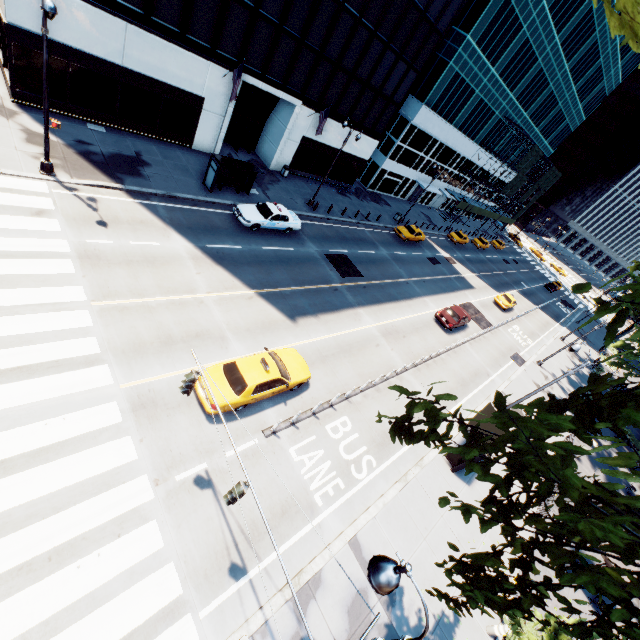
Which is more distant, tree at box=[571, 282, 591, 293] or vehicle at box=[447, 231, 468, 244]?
vehicle at box=[447, 231, 468, 244]

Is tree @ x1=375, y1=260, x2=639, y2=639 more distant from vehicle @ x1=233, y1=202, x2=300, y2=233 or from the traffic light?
vehicle @ x1=233, y1=202, x2=300, y2=233

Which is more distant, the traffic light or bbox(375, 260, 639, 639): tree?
the traffic light

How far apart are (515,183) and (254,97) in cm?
5187

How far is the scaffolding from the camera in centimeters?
4782cm

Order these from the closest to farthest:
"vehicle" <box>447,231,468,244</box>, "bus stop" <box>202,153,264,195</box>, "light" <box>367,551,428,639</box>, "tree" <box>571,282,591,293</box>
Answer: "tree" <box>571,282,591,293</box>, "light" <box>367,551,428,639</box>, "bus stop" <box>202,153,264,195</box>, "vehicle" <box>447,231,468,244</box>

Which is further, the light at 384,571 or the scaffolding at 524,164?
the scaffolding at 524,164

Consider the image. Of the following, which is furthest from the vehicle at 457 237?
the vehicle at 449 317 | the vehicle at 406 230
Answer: the vehicle at 449 317
